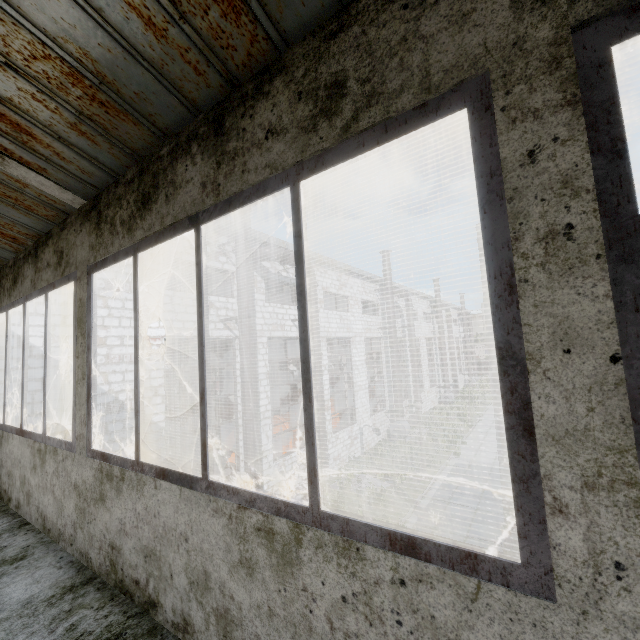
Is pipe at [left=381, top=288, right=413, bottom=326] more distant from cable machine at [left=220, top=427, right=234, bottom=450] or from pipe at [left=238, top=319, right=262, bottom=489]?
pipe at [left=238, top=319, right=262, bottom=489]

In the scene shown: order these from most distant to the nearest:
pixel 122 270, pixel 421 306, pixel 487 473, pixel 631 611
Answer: pixel 421 306 < pixel 487 473 < pixel 122 270 < pixel 631 611

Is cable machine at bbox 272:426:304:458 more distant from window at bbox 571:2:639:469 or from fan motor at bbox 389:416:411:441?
window at bbox 571:2:639:469

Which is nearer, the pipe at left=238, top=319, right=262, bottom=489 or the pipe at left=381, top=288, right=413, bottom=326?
the pipe at left=238, top=319, right=262, bottom=489

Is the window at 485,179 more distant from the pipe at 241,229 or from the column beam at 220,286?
the column beam at 220,286

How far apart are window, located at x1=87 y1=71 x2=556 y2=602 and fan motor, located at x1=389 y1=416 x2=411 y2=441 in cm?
2020

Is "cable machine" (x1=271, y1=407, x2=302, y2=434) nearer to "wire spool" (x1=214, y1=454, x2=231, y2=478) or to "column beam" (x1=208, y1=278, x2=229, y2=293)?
"wire spool" (x1=214, y1=454, x2=231, y2=478)

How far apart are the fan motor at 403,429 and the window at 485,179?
20.2 meters
